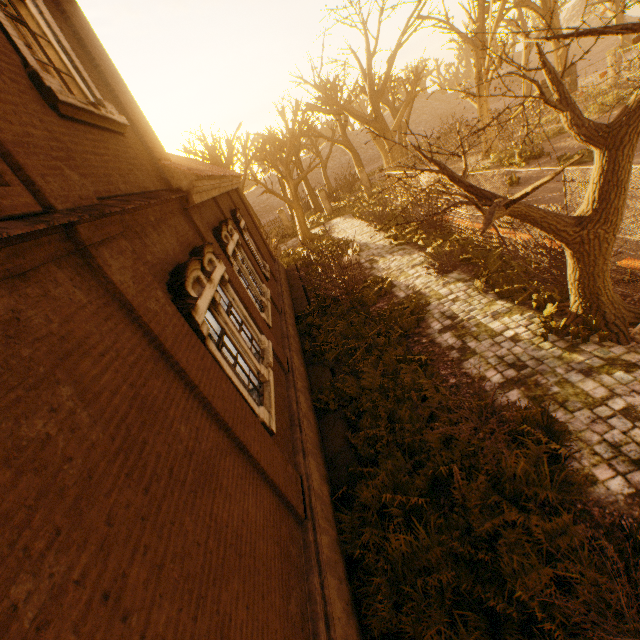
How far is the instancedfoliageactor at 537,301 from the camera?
7.69m

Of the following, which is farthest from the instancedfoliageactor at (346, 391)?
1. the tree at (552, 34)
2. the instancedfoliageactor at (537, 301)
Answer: the tree at (552, 34)

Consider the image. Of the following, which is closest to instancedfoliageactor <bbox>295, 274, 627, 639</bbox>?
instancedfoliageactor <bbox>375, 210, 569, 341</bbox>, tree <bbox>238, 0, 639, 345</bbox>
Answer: instancedfoliageactor <bbox>375, 210, 569, 341</bbox>

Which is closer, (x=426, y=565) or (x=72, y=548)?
(x=72, y=548)

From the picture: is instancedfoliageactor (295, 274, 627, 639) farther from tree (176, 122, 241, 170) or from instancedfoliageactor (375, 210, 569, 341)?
tree (176, 122, 241, 170)

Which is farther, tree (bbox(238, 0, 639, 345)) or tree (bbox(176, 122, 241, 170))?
tree (bbox(176, 122, 241, 170))

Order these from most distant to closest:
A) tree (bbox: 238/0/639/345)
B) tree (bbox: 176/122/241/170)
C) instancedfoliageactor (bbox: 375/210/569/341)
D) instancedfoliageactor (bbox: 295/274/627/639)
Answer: tree (bbox: 176/122/241/170) → instancedfoliageactor (bbox: 375/210/569/341) → tree (bbox: 238/0/639/345) → instancedfoliageactor (bbox: 295/274/627/639)

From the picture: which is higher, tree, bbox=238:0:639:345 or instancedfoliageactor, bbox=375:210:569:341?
tree, bbox=238:0:639:345
